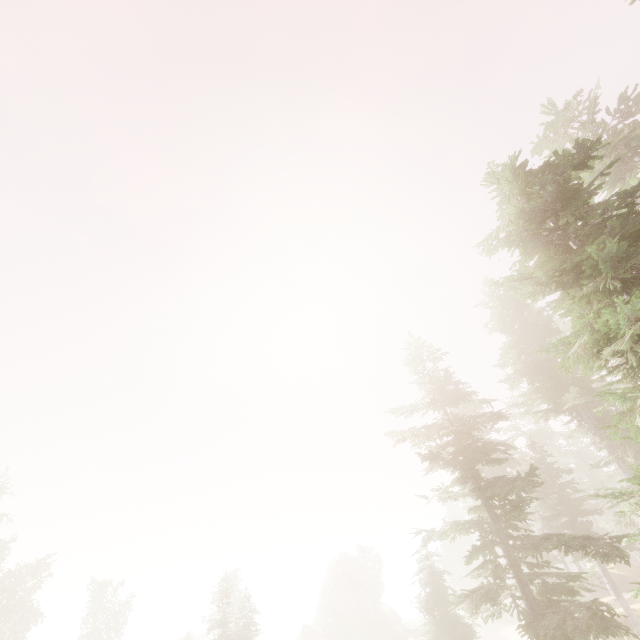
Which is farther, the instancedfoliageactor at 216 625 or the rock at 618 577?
the rock at 618 577

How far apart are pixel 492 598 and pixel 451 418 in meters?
7.2

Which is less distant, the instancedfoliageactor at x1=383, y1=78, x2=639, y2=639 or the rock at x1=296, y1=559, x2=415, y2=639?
the instancedfoliageactor at x1=383, y1=78, x2=639, y2=639

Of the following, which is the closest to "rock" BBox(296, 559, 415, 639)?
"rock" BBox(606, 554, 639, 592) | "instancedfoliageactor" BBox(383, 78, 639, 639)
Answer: "instancedfoliageactor" BBox(383, 78, 639, 639)

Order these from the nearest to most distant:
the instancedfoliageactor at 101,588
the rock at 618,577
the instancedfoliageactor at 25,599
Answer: the instancedfoliageactor at 25,599 < the rock at 618,577 < the instancedfoliageactor at 101,588

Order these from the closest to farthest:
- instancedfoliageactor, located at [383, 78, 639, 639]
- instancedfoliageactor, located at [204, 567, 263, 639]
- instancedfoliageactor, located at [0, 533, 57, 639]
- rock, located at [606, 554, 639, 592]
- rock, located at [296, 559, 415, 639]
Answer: instancedfoliageactor, located at [383, 78, 639, 639], instancedfoliageactor, located at [204, 567, 263, 639], instancedfoliageactor, located at [0, 533, 57, 639], rock, located at [606, 554, 639, 592], rock, located at [296, 559, 415, 639]

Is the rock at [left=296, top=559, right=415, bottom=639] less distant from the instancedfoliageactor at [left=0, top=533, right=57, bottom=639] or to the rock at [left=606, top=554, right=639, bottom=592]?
the instancedfoliageactor at [left=0, top=533, right=57, bottom=639]
